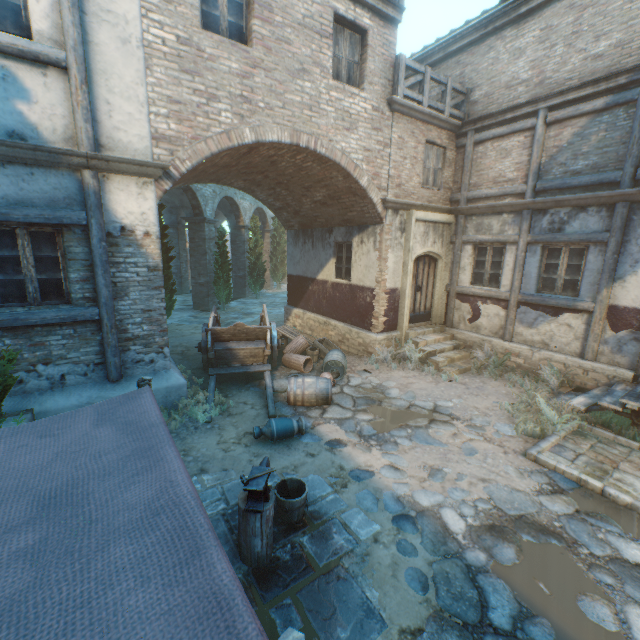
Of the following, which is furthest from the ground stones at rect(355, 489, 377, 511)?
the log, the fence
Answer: the fence

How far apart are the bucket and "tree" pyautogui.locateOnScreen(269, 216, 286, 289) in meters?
23.1 m

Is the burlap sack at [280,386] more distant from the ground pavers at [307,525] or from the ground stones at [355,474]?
the ground pavers at [307,525]

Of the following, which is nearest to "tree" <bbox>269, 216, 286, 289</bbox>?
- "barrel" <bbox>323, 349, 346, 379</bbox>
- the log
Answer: "barrel" <bbox>323, 349, 346, 379</bbox>

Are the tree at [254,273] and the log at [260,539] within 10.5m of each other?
no

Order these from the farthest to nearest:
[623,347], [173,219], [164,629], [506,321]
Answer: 1. [173,219]
2. [506,321]
3. [623,347]
4. [164,629]

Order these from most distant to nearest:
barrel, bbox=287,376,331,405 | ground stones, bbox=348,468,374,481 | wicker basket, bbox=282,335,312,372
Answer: wicker basket, bbox=282,335,312,372
barrel, bbox=287,376,331,405
ground stones, bbox=348,468,374,481

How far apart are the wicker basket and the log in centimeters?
543cm
